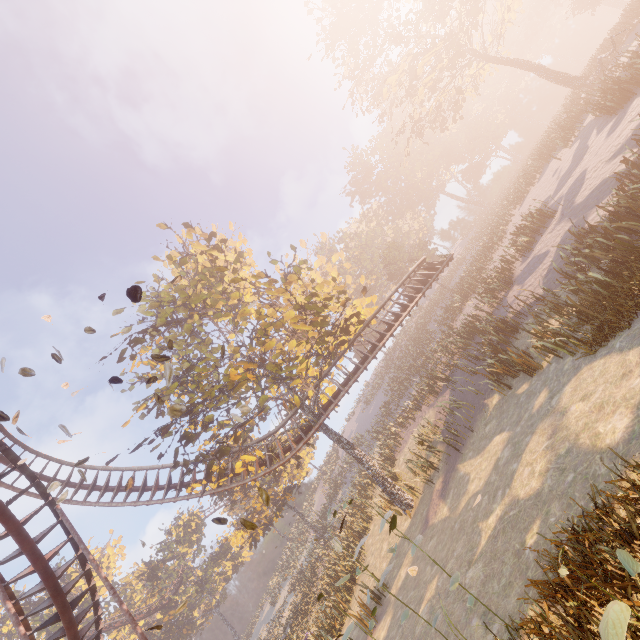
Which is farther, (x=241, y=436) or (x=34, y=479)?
(x=241, y=436)

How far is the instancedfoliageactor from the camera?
49.5m

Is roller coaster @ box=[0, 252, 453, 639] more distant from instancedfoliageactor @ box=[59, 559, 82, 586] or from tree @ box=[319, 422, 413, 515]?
instancedfoliageactor @ box=[59, 559, 82, 586]

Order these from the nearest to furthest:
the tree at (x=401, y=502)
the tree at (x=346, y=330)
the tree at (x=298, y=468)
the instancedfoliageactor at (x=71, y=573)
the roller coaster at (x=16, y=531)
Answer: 1. the roller coaster at (x=16, y=531)
2. the tree at (x=346, y=330)
3. the tree at (x=401, y=502)
4. the tree at (x=298, y=468)
5. the instancedfoliageactor at (x=71, y=573)

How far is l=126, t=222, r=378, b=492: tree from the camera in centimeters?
1530cm

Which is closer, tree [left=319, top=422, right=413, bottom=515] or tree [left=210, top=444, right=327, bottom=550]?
tree [left=319, top=422, right=413, bottom=515]

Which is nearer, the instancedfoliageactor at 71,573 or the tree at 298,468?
the tree at 298,468
